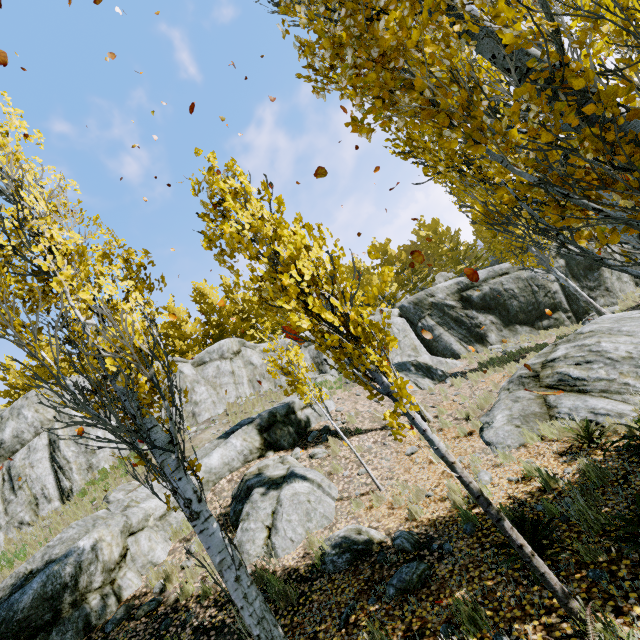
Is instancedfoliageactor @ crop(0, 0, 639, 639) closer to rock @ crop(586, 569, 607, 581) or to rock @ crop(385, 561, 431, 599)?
rock @ crop(586, 569, 607, 581)

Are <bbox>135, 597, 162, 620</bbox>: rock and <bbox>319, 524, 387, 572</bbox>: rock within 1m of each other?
no

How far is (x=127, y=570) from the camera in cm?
721

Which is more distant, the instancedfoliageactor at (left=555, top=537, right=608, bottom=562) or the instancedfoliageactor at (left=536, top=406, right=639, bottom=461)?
the instancedfoliageactor at (left=536, top=406, right=639, bottom=461)

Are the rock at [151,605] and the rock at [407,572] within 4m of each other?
no

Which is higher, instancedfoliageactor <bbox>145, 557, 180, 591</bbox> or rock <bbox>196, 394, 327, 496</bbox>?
rock <bbox>196, 394, 327, 496</bbox>

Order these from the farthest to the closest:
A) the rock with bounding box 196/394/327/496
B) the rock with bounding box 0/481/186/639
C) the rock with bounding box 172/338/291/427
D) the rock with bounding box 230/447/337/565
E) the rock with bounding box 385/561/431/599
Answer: the rock with bounding box 172/338/291/427, the rock with bounding box 196/394/327/496, the rock with bounding box 230/447/337/565, the rock with bounding box 0/481/186/639, the rock with bounding box 385/561/431/599

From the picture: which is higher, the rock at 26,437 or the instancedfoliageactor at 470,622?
the rock at 26,437
